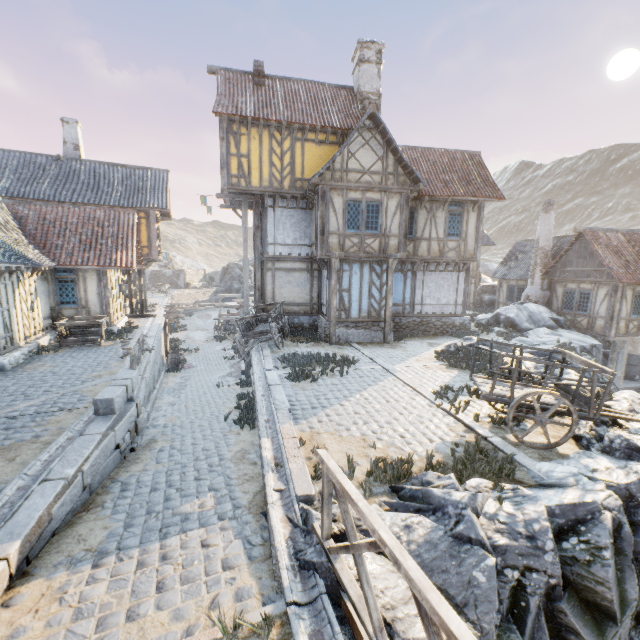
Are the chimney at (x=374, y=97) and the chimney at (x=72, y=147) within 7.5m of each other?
no

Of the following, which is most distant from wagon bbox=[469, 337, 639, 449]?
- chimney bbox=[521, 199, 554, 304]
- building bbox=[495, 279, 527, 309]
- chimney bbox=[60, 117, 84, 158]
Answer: chimney bbox=[60, 117, 84, 158]

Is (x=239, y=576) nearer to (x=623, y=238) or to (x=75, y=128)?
(x=623, y=238)

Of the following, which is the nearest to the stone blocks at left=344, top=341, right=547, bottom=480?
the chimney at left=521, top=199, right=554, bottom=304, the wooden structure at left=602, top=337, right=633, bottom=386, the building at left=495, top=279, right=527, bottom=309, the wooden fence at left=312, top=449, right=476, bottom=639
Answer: the wooden fence at left=312, top=449, right=476, bottom=639

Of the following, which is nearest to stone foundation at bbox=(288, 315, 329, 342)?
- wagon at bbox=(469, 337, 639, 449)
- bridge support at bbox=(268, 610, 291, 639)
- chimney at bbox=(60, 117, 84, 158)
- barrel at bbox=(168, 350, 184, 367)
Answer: barrel at bbox=(168, 350, 184, 367)

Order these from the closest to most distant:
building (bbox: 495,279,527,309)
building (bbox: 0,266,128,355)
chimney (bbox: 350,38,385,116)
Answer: building (bbox: 0,266,128,355), chimney (bbox: 350,38,385,116), building (bbox: 495,279,527,309)

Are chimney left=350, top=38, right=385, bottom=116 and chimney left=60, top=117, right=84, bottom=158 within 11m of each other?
no

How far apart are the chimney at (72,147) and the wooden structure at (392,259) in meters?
20.2
